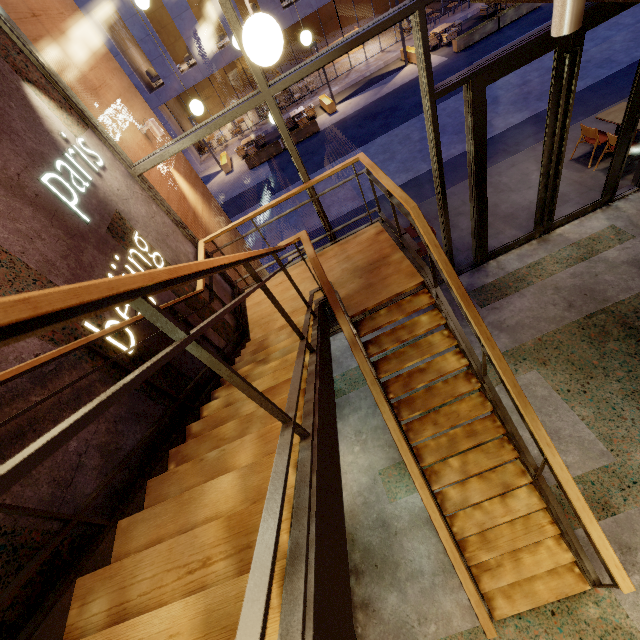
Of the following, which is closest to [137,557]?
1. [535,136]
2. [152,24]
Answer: [535,136]

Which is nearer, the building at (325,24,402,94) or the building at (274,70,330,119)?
the building at (325,24,402,94)

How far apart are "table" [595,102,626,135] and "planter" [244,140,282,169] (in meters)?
12.93

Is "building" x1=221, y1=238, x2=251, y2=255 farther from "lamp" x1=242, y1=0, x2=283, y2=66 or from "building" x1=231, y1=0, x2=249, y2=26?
"building" x1=231, y1=0, x2=249, y2=26

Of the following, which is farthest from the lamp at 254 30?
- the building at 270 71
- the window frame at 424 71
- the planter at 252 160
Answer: the building at 270 71

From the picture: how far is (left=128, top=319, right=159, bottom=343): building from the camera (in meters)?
2.82

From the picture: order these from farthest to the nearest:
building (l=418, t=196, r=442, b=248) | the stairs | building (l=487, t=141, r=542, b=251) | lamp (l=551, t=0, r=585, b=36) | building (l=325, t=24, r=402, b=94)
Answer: building (l=325, t=24, r=402, b=94) → building (l=418, t=196, r=442, b=248) → building (l=487, t=141, r=542, b=251) → lamp (l=551, t=0, r=585, b=36) → the stairs

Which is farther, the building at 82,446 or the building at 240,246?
the building at 240,246
